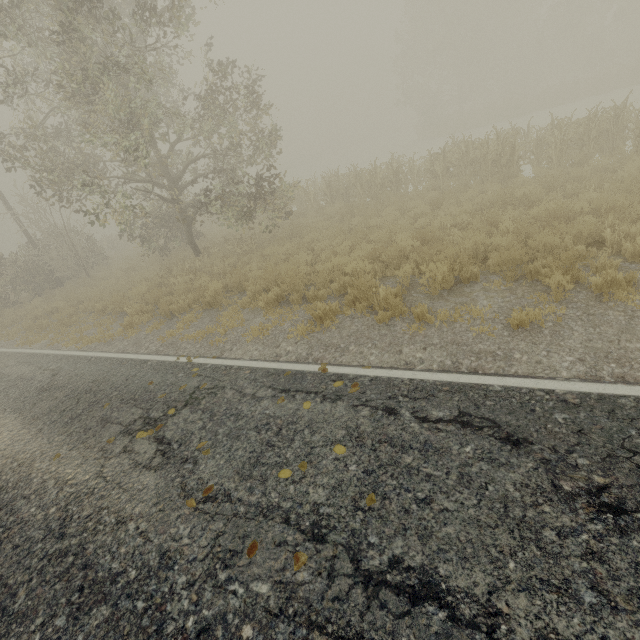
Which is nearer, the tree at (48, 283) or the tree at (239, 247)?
the tree at (48, 283)

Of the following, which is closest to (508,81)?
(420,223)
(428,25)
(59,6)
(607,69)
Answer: (428,25)

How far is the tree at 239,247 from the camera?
13.2 meters

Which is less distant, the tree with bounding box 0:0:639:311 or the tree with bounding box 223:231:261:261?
the tree with bounding box 0:0:639:311

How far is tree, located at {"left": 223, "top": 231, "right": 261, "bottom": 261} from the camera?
13.2 meters
